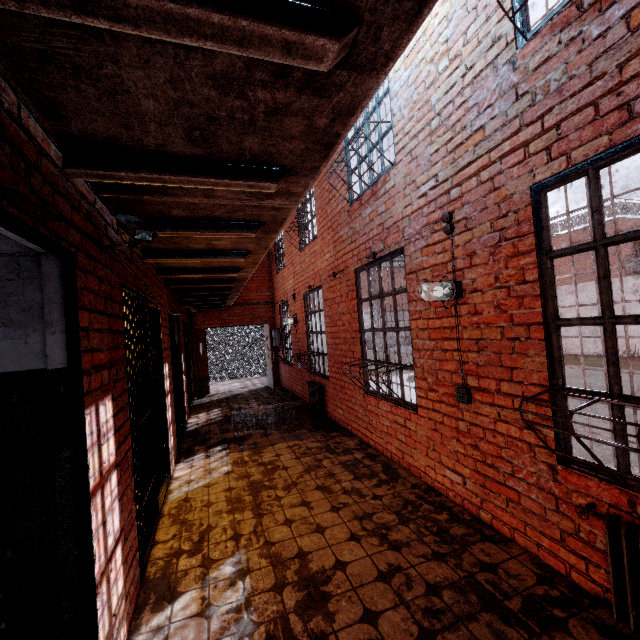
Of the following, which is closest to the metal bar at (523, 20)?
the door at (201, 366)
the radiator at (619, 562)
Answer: the radiator at (619, 562)

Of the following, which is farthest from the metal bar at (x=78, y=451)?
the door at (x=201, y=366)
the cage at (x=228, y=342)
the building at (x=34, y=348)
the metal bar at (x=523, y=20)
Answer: the cage at (x=228, y=342)

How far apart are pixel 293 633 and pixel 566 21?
4.2m

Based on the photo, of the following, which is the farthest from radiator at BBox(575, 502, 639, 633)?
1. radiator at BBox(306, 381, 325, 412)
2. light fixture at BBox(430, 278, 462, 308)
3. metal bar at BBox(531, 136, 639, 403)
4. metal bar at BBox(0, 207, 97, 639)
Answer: radiator at BBox(306, 381, 325, 412)

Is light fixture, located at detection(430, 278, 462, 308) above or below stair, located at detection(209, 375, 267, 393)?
above

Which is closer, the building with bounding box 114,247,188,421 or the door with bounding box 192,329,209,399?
the building with bounding box 114,247,188,421

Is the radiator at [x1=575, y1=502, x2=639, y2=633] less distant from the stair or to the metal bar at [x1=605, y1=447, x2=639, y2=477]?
the metal bar at [x1=605, y1=447, x2=639, y2=477]

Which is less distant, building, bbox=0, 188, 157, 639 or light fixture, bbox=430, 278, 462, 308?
building, bbox=0, 188, 157, 639
